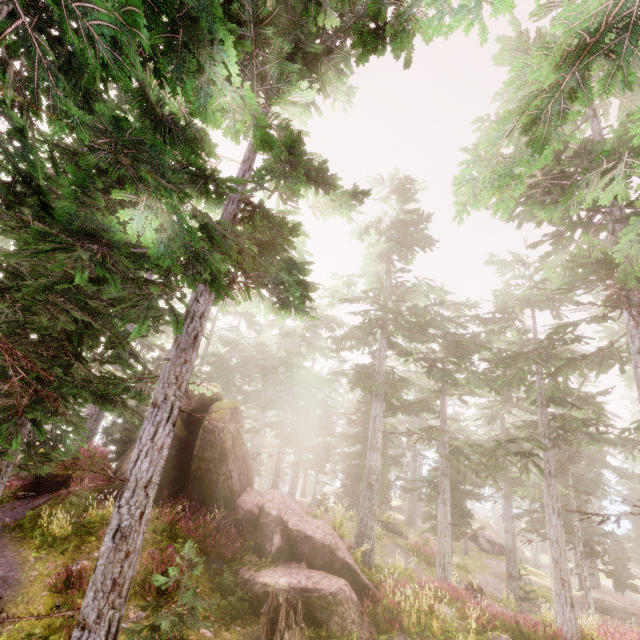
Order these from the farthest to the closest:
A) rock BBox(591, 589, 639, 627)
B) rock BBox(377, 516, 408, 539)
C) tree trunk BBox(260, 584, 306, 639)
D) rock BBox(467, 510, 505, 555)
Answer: rock BBox(467, 510, 505, 555) → rock BBox(377, 516, 408, 539) → rock BBox(591, 589, 639, 627) → tree trunk BBox(260, 584, 306, 639)

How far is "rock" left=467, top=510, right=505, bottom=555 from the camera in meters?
30.3 m

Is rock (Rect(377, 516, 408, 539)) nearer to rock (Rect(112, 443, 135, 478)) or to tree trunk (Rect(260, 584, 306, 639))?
rock (Rect(112, 443, 135, 478))

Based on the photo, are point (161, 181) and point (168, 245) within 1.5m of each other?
yes

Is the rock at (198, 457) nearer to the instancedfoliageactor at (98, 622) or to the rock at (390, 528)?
the instancedfoliageactor at (98, 622)

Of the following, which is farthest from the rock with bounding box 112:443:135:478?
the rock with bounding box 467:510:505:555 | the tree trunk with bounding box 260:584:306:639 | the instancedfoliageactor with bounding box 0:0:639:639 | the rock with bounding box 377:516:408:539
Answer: the rock with bounding box 467:510:505:555

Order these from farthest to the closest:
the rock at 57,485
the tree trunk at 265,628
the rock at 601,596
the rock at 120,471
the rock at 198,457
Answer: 1. the rock at 601,596
2. the rock at 120,471
3. the rock at 57,485
4. the rock at 198,457
5. the tree trunk at 265,628

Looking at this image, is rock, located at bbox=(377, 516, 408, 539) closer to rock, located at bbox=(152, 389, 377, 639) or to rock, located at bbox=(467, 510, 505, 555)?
rock, located at bbox=(152, 389, 377, 639)
